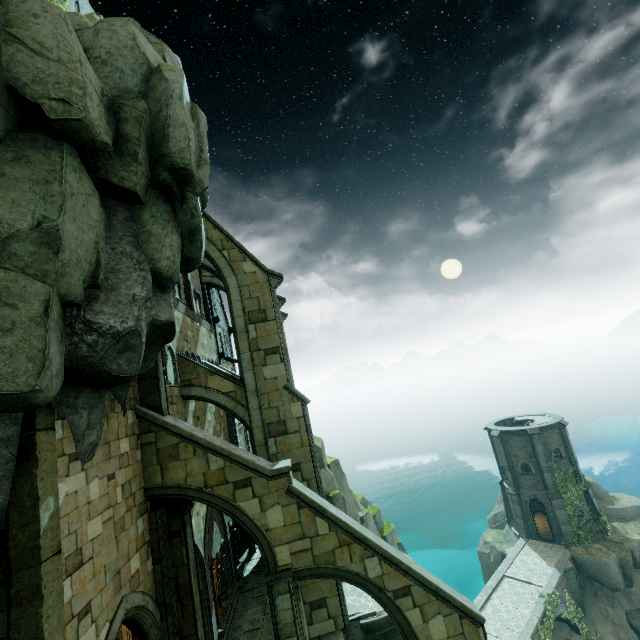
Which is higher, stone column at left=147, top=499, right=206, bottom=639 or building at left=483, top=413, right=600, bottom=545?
stone column at left=147, top=499, right=206, bottom=639

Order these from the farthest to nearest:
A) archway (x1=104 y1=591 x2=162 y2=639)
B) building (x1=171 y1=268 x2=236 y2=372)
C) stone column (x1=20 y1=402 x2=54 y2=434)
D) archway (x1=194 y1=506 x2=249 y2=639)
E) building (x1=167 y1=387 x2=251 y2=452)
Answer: building (x1=171 y1=268 x2=236 y2=372) → building (x1=167 y1=387 x2=251 y2=452) → archway (x1=194 y1=506 x2=249 y2=639) → archway (x1=104 y1=591 x2=162 y2=639) → stone column (x1=20 y1=402 x2=54 y2=434)

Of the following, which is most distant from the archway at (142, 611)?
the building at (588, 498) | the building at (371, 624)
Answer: the building at (588, 498)

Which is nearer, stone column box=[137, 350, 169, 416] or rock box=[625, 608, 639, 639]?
stone column box=[137, 350, 169, 416]

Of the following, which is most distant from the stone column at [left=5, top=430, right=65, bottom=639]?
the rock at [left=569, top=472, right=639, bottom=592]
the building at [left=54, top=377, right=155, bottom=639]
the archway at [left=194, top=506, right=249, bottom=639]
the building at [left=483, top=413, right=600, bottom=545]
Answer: the rock at [left=569, top=472, right=639, bottom=592]

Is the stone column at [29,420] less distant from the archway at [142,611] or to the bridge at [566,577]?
the archway at [142,611]

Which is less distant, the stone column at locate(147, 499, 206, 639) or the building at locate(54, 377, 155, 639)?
the building at locate(54, 377, 155, 639)

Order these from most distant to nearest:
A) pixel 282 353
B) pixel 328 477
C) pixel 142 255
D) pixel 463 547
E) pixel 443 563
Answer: pixel 463 547 < pixel 443 563 < pixel 328 477 < pixel 282 353 < pixel 142 255
